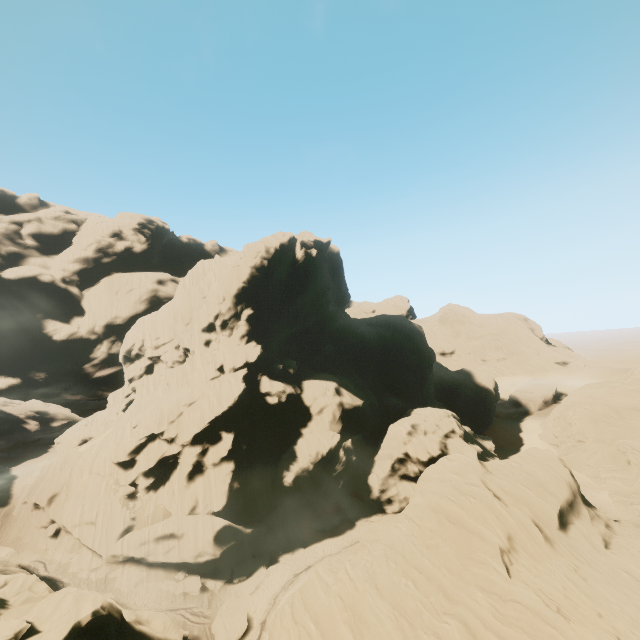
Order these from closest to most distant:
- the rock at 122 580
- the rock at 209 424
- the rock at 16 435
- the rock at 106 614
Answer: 1. the rock at 106 614
2. the rock at 209 424
3. the rock at 122 580
4. the rock at 16 435

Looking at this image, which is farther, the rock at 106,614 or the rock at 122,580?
the rock at 122,580

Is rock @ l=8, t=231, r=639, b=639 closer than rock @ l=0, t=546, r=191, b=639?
No

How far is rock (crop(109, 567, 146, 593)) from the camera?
32.81m

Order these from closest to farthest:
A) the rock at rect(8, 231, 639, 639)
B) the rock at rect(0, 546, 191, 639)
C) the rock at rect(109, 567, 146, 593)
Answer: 1. the rock at rect(0, 546, 191, 639)
2. the rock at rect(8, 231, 639, 639)
3. the rock at rect(109, 567, 146, 593)

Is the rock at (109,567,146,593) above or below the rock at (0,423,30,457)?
below

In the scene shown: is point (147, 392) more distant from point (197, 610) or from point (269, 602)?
point (269, 602)
